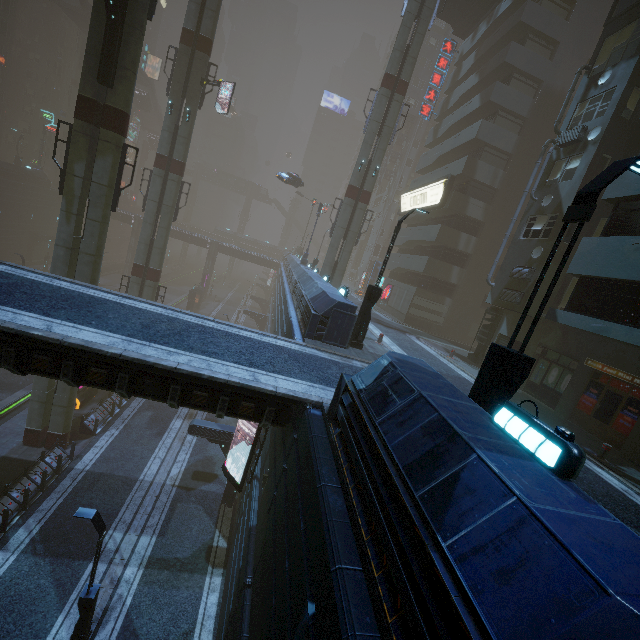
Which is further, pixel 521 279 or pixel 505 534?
pixel 521 279

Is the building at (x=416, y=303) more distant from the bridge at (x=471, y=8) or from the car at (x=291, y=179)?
the car at (x=291, y=179)

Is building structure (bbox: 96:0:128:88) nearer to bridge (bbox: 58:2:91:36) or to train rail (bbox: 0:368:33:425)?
train rail (bbox: 0:368:33:425)

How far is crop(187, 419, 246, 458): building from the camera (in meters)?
17.64

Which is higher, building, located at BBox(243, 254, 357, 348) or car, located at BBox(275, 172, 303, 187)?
car, located at BBox(275, 172, 303, 187)

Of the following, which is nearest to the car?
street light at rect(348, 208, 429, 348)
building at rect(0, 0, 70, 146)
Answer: building at rect(0, 0, 70, 146)

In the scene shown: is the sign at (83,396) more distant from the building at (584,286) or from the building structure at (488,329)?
the building structure at (488,329)

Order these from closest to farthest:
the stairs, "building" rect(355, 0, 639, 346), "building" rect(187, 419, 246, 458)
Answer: "building" rect(355, 0, 639, 346), "building" rect(187, 419, 246, 458), the stairs
